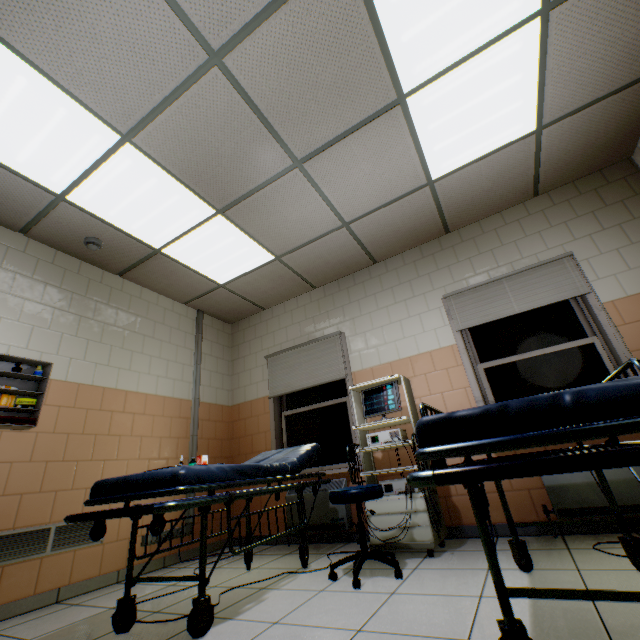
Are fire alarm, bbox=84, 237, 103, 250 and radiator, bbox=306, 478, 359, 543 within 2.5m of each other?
no

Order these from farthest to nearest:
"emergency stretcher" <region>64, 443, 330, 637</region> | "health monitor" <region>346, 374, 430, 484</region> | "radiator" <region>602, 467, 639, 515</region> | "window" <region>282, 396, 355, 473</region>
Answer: "window" <region>282, 396, 355, 473</region>
"health monitor" <region>346, 374, 430, 484</region>
"radiator" <region>602, 467, 639, 515</region>
"emergency stretcher" <region>64, 443, 330, 637</region>

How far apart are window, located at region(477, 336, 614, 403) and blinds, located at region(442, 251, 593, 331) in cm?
43

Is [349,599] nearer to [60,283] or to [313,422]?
[313,422]

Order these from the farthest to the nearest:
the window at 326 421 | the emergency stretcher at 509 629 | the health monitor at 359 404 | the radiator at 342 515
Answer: the window at 326 421, the radiator at 342 515, the health monitor at 359 404, the emergency stretcher at 509 629

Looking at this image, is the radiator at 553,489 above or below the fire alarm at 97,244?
below

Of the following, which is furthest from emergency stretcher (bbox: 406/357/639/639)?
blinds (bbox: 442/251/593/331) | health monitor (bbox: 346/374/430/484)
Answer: blinds (bbox: 442/251/593/331)

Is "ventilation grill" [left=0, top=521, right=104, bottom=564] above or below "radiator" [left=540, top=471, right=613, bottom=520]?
above
